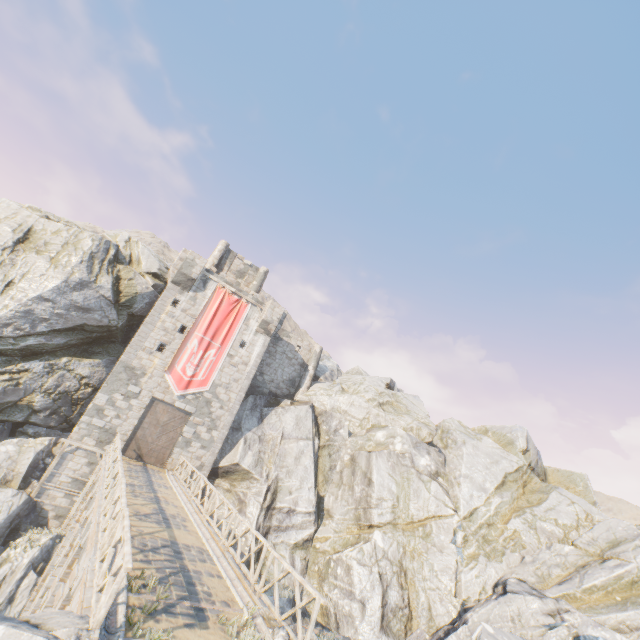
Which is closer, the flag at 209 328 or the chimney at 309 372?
the flag at 209 328

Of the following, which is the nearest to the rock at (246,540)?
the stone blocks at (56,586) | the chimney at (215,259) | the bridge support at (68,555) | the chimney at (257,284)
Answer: the bridge support at (68,555)

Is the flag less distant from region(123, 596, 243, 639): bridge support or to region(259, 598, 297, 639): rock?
region(259, 598, 297, 639): rock

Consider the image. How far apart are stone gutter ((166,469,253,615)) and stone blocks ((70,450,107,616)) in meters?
3.4

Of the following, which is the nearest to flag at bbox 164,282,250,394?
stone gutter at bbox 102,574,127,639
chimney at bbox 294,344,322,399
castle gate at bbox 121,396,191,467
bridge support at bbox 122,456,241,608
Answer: castle gate at bbox 121,396,191,467

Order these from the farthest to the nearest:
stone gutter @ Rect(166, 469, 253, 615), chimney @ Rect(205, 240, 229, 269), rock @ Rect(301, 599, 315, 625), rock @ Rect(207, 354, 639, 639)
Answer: chimney @ Rect(205, 240, 229, 269)
rock @ Rect(301, 599, 315, 625)
rock @ Rect(207, 354, 639, 639)
stone gutter @ Rect(166, 469, 253, 615)

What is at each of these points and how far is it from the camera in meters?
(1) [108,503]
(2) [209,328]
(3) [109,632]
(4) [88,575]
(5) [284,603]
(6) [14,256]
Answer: (1) wooden fence, 10.3 m
(2) flag, 24.8 m
(3) stone gutter, 5.6 m
(4) stone blocks, 6.9 m
(5) rock, 18.7 m
(6) rock, 20.5 m

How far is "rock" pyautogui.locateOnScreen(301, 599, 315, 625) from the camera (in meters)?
19.04
